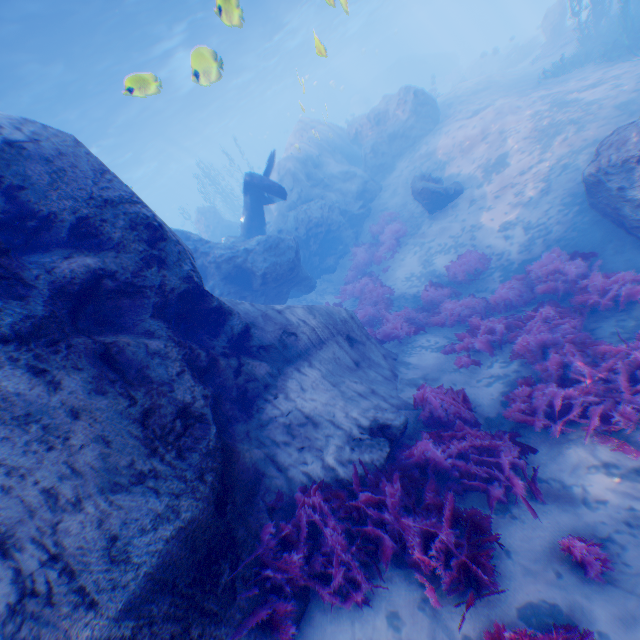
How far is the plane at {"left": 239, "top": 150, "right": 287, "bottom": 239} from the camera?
12.88m

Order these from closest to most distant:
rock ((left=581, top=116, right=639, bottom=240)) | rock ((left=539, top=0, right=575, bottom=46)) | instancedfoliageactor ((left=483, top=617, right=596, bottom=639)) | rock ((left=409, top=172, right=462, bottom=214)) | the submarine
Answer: instancedfoliageactor ((left=483, top=617, right=596, bottom=639)) → rock ((left=581, top=116, right=639, bottom=240)) → rock ((left=409, top=172, right=462, bottom=214)) → rock ((left=539, top=0, right=575, bottom=46)) → the submarine

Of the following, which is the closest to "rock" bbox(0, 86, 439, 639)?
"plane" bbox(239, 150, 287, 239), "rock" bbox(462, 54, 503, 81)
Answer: "plane" bbox(239, 150, 287, 239)

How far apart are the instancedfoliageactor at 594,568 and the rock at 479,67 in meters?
40.6 m

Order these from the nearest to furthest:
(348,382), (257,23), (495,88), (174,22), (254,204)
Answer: (348,382) → (254,204) → (174,22) → (495,88) → (257,23)

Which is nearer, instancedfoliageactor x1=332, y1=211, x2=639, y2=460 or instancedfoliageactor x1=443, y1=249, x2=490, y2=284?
instancedfoliageactor x1=332, y1=211, x2=639, y2=460

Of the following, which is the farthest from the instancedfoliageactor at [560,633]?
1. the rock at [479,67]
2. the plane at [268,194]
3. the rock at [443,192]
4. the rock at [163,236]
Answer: the rock at [479,67]

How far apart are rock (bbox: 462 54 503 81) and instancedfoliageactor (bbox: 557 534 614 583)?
40.6m
